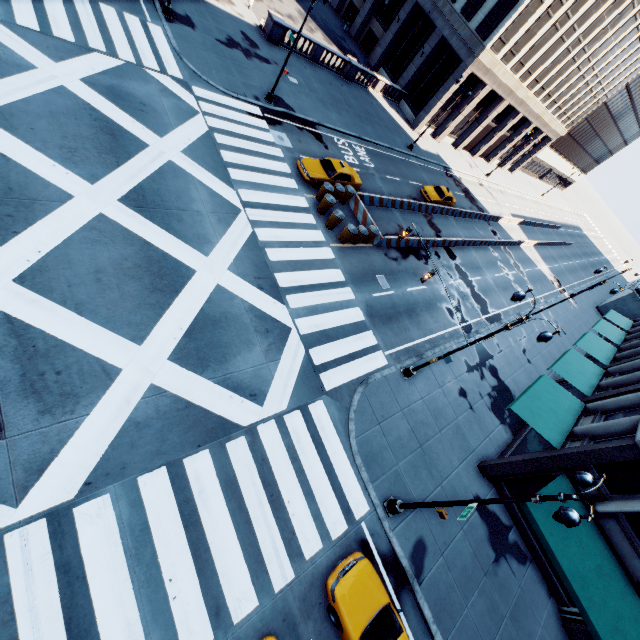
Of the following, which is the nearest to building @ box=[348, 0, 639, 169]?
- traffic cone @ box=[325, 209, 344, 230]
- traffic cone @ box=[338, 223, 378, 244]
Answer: traffic cone @ box=[338, 223, 378, 244]

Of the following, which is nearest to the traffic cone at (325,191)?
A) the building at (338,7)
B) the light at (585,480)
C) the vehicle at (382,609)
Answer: the light at (585,480)

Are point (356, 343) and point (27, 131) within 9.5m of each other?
no

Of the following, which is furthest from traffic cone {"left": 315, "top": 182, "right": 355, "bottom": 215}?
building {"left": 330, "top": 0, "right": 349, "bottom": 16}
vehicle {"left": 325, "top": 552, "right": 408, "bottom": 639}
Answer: building {"left": 330, "top": 0, "right": 349, "bottom": 16}

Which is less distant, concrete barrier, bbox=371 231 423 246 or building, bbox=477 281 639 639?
building, bbox=477 281 639 639

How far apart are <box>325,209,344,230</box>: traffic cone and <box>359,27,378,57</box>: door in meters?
37.4 m

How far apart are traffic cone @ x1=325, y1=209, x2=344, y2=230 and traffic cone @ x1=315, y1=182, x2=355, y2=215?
1.43m

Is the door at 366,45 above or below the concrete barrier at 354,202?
above
